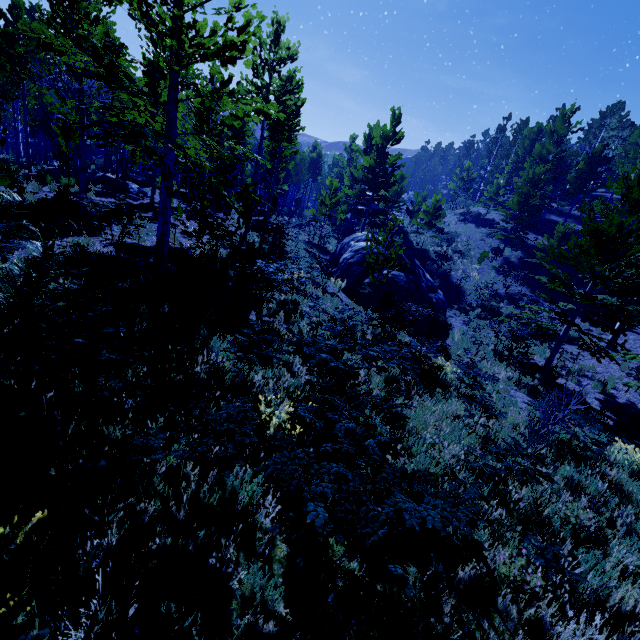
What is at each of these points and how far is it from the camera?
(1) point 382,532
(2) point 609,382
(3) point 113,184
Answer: (1) instancedfoliageactor, 2.1 meters
(2) instancedfoliageactor, 12.8 meters
(3) rock, 19.6 meters

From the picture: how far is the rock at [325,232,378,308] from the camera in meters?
15.9

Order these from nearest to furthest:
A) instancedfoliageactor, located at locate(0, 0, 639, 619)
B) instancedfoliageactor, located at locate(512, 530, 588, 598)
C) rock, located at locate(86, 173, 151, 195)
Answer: instancedfoliageactor, located at locate(0, 0, 639, 619) < instancedfoliageactor, located at locate(512, 530, 588, 598) < rock, located at locate(86, 173, 151, 195)

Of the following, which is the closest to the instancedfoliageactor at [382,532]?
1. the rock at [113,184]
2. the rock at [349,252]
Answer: the rock at [113,184]

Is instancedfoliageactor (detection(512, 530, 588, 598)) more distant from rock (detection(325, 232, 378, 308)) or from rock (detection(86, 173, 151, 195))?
rock (detection(325, 232, 378, 308))

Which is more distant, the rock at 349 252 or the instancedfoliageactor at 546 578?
the rock at 349 252

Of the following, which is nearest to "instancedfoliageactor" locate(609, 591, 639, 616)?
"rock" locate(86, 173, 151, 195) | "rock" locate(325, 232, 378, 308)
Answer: "rock" locate(86, 173, 151, 195)

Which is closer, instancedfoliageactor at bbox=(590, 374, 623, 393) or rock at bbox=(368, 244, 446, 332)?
instancedfoliageactor at bbox=(590, 374, 623, 393)
